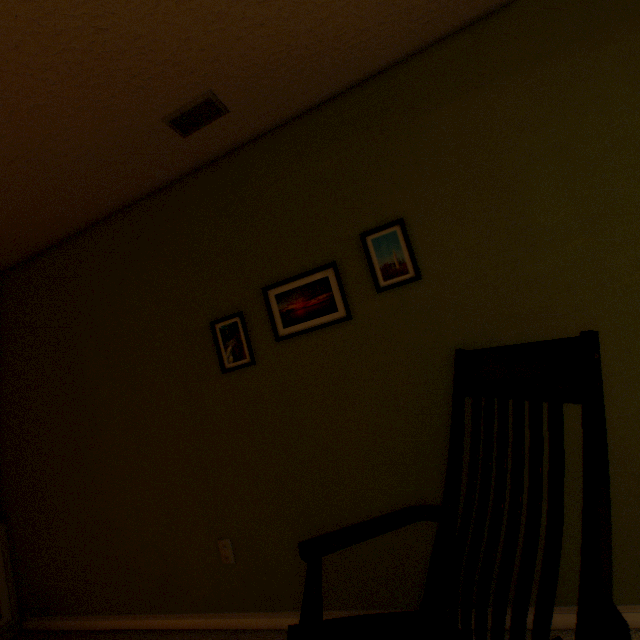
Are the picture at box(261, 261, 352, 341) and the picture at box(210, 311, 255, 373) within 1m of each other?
yes

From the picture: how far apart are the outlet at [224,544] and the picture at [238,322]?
0.9 meters

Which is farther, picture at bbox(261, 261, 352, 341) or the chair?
picture at bbox(261, 261, 352, 341)

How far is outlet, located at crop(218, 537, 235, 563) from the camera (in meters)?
1.72

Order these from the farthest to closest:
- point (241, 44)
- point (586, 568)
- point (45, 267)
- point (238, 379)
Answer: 1. point (45, 267)
2. point (238, 379)
3. point (241, 44)
4. point (586, 568)

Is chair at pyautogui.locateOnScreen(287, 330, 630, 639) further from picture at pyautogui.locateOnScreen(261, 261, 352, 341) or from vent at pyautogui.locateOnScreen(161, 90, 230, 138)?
vent at pyautogui.locateOnScreen(161, 90, 230, 138)

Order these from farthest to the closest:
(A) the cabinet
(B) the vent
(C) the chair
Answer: (A) the cabinet → (B) the vent → (C) the chair

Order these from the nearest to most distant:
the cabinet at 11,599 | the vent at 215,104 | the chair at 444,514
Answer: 1. the chair at 444,514
2. the vent at 215,104
3. the cabinet at 11,599
